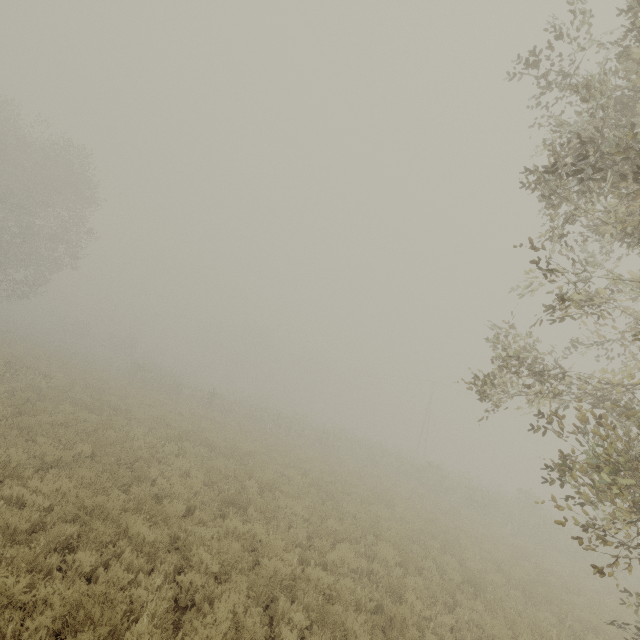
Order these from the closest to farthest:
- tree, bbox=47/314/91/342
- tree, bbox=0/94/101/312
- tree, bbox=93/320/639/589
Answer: tree, bbox=93/320/639/589, tree, bbox=0/94/101/312, tree, bbox=47/314/91/342

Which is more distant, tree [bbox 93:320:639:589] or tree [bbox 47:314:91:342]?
tree [bbox 47:314:91:342]

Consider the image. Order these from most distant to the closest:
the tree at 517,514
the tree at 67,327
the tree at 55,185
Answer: the tree at 67,327
the tree at 55,185
the tree at 517,514

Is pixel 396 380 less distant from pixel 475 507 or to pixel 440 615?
pixel 475 507

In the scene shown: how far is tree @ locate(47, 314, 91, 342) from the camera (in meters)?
52.09

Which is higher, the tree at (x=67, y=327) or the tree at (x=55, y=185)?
the tree at (x=55, y=185)

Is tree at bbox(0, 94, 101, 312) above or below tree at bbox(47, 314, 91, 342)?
above
